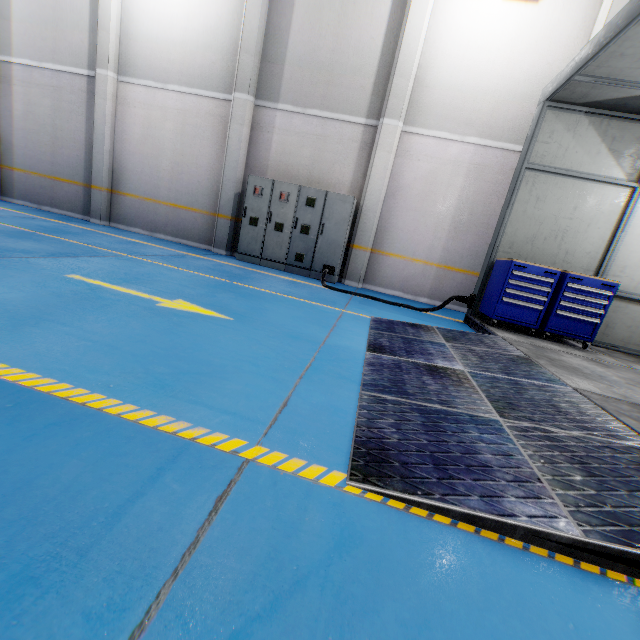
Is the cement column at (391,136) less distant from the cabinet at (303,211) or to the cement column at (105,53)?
the cabinet at (303,211)

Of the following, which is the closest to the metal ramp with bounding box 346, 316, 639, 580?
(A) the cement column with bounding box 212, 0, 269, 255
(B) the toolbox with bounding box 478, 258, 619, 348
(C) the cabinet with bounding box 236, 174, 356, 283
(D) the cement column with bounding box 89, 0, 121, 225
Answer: (B) the toolbox with bounding box 478, 258, 619, 348

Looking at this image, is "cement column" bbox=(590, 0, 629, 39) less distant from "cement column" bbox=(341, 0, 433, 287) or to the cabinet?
"cement column" bbox=(341, 0, 433, 287)

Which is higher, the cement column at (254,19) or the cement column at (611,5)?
the cement column at (611,5)

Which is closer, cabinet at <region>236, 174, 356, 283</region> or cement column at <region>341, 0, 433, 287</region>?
cement column at <region>341, 0, 433, 287</region>

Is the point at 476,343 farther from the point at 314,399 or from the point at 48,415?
the point at 48,415

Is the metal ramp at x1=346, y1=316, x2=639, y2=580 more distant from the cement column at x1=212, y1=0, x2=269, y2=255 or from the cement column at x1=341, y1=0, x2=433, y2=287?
the cement column at x1=212, y1=0, x2=269, y2=255

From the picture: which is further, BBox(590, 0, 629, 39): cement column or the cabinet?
the cabinet
